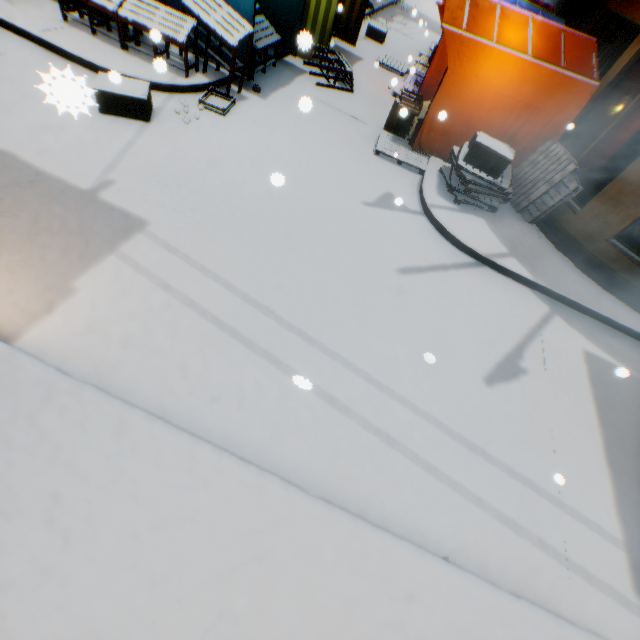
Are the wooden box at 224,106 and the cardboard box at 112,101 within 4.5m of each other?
yes

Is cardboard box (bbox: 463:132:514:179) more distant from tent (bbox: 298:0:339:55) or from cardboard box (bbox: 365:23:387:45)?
cardboard box (bbox: 365:23:387:45)

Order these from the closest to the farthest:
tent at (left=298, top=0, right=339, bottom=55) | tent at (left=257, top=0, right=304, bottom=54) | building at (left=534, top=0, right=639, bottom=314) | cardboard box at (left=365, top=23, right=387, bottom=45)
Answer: tent at (left=298, top=0, right=339, bottom=55) < building at (left=534, top=0, right=639, bottom=314) < tent at (left=257, top=0, right=304, bottom=54) < cardboard box at (left=365, top=23, right=387, bottom=45)

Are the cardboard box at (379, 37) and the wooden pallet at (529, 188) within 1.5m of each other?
no

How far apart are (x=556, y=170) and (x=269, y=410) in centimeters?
724cm

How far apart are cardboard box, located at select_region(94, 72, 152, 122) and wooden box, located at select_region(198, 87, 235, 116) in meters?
0.9 m

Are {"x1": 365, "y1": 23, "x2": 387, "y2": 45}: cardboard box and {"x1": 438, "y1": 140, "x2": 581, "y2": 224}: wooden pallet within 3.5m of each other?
no

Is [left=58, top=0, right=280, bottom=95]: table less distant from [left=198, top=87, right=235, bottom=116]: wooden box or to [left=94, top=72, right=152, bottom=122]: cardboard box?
[left=198, top=87, right=235, bottom=116]: wooden box
